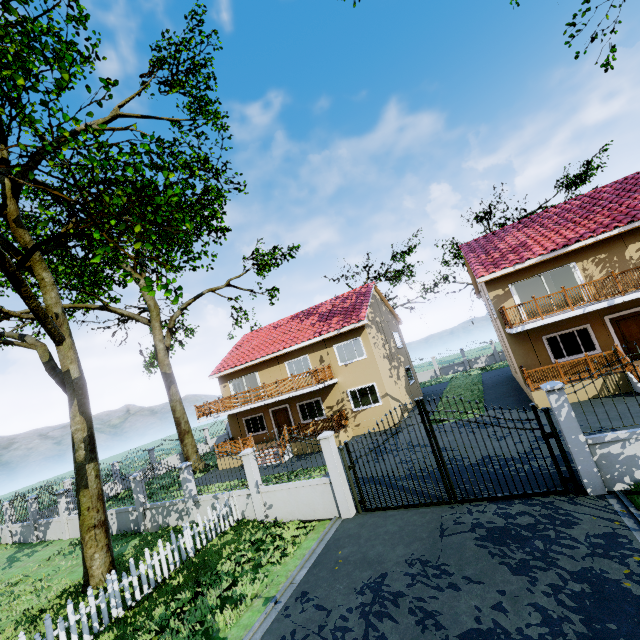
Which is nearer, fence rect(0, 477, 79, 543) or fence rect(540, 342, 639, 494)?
fence rect(540, 342, 639, 494)

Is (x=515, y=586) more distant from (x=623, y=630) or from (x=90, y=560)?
(x=90, y=560)

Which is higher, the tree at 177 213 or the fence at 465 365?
the tree at 177 213

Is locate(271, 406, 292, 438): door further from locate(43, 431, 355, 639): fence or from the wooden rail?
locate(43, 431, 355, 639): fence

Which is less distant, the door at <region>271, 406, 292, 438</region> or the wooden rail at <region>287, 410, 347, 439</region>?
the wooden rail at <region>287, 410, 347, 439</region>

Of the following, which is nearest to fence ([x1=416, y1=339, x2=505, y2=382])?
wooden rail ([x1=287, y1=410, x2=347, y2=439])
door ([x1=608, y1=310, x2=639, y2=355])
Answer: wooden rail ([x1=287, y1=410, x2=347, y2=439])

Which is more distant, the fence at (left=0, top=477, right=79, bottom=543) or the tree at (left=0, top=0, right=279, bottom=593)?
the fence at (left=0, top=477, right=79, bottom=543)

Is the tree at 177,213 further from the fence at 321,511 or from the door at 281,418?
the door at 281,418
